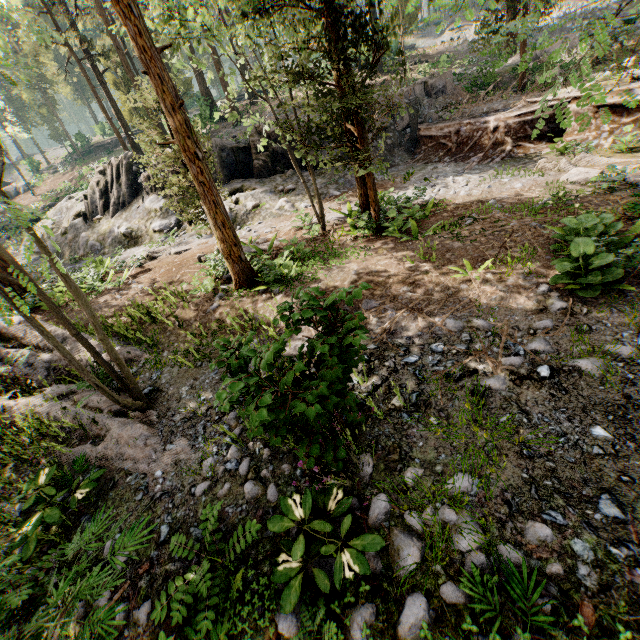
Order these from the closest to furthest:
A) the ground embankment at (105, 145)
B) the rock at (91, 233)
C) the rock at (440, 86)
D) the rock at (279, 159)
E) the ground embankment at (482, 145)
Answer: the ground embankment at (482, 145) < the rock at (279, 159) < the rock at (91, 233) < the rock at (440, 86) < the ground embankment at (105, 145)

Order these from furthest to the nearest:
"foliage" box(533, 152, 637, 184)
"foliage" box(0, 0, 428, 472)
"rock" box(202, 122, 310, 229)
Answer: "rock" box(202, 122, 310, 229), "foliage" box(533, 152, 637, 184), "foliage" box(0, 0, 428, 472)

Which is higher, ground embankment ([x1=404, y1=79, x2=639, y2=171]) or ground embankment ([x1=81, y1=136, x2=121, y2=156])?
ground embankment ([x1=81, y1=136, x2=121, y2=156])

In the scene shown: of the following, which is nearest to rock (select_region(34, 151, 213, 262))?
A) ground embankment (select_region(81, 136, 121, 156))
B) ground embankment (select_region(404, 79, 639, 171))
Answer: ground embankment (select_region(404, 79, 639, 171))

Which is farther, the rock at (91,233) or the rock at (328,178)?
the rock at (91,233)

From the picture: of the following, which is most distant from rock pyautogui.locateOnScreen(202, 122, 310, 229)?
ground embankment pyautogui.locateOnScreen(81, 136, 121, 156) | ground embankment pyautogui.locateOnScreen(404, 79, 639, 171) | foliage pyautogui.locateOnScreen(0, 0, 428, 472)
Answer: ground embankment pyautogui.locateOnScreen(81, 136, 121, 156)

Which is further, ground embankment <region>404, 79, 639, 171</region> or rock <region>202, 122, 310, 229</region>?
rock <region>202, 122, 310, 229</region>

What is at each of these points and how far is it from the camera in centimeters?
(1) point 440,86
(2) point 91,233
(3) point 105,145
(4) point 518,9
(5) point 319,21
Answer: (1) rock, 2155cm
(2) rock, 2119cm
(3) ground embankment, 4831cm
(4) foliage, 4034cm
(5) foliage, 743cm
